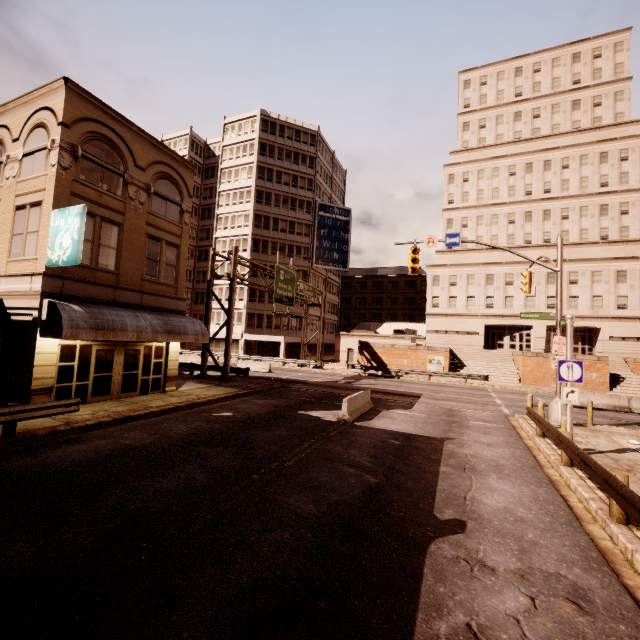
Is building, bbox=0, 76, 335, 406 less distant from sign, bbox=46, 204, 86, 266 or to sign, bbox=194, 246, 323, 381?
sign, bbox=194, 246, 323, 381

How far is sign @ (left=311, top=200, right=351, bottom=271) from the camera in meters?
51.7 m

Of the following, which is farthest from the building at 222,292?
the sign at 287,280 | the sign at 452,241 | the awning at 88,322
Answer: the sign at 452,241

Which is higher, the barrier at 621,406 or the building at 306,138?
the building at 306,138

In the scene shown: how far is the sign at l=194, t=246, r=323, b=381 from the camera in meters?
24.1 m

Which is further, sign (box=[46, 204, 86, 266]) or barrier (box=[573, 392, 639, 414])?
barrier (box=[573, 392, 639, 414])

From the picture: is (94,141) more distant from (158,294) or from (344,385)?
(344,385)

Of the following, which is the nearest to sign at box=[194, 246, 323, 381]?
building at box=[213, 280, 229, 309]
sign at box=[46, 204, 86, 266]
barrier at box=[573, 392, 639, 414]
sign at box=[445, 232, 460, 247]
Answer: building at box=[213, 280, 229, 309]
